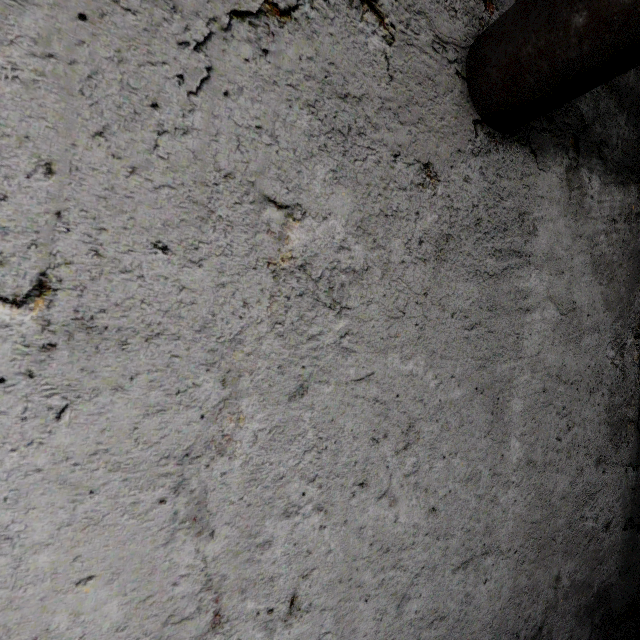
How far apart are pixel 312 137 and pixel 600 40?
1.3m
